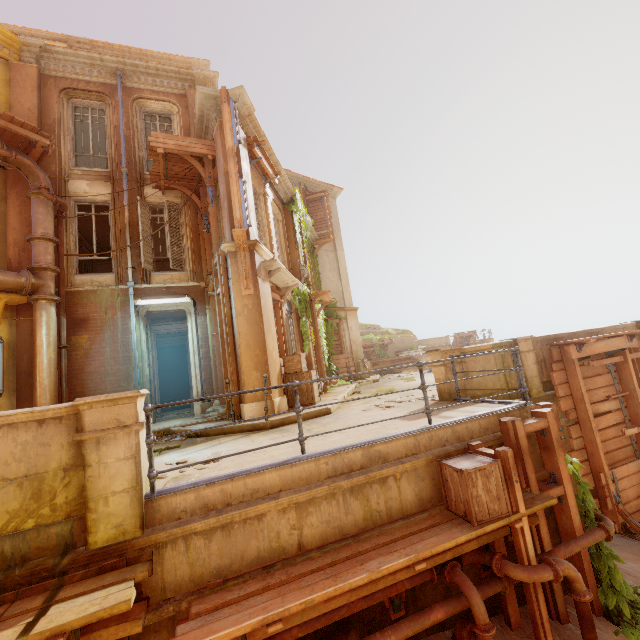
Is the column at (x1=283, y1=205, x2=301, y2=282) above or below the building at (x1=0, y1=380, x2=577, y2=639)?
above

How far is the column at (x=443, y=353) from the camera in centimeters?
728cm

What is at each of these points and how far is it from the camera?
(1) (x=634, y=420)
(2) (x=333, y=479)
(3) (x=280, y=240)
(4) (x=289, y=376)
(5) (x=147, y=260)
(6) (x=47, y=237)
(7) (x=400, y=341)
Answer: (1) wood, 8.60m
(2) building, 4.12m
(3) window, 13.92m
(4) crate, 9.34m
(5) shutter, 10.93m
(6) pipe, 9.34m
(7) building, 31.06m

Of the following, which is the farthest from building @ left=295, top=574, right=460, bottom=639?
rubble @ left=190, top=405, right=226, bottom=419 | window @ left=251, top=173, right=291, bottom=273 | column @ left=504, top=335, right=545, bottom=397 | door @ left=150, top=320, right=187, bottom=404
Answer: door @ left=150, top=320, right=187, bottom=404

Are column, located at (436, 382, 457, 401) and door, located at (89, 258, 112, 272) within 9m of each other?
no

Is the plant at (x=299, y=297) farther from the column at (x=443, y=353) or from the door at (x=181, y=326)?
the column at (x=443, y=353)

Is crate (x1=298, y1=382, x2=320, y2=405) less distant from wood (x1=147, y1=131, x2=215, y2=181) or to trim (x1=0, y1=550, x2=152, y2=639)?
trim (x1=0, y1=550, x2=152, y2=639)

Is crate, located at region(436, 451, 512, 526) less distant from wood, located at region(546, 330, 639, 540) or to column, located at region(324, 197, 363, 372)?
wood, located at region(546, 330, 639, 540)
